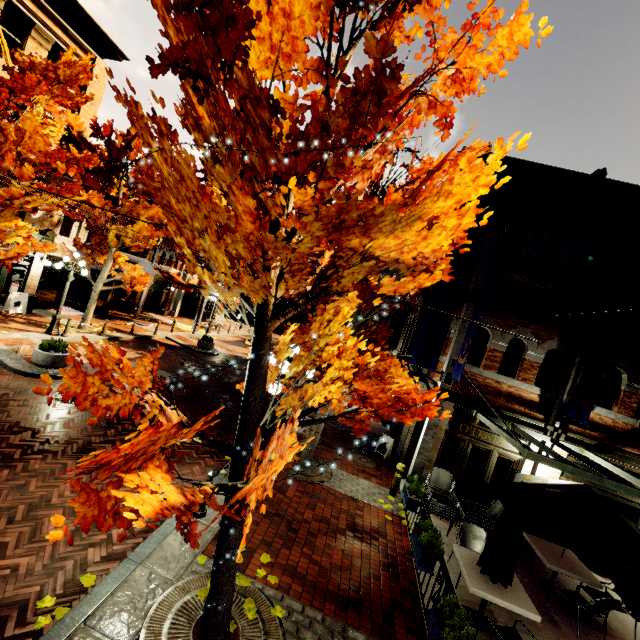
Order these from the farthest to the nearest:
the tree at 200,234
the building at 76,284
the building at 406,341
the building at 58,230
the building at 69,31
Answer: the building at 76,284 < the building at 406,341 < the building at 58,230 < the building at 69,31 < the tree at 200,234

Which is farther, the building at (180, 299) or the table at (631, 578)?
the building at (180, 299)

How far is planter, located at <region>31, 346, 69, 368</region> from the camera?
10.14m

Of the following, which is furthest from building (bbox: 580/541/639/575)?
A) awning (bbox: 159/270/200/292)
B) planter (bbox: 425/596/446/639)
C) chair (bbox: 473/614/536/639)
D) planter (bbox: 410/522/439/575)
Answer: planter (bbox: 425/596/446/639)

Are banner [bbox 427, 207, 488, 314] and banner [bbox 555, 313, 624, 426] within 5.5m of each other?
yes

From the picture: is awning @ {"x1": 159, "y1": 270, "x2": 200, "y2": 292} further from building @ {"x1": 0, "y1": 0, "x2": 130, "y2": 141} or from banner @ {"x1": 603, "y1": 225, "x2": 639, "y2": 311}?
banner @ {"x1": 603, "y1": 225, "x2": 639, "y2": 311}

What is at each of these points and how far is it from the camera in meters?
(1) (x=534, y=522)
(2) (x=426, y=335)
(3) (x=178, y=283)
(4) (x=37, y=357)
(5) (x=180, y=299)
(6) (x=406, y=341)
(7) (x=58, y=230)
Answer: (1) building, 8.7 m
(2) banner, 9.3 m
(3) awning, 27.4 m
(4) planter, 10.1 m
(5) building, 29.9 m
(6) building, 17.8 m
(7) building, 17.0 m

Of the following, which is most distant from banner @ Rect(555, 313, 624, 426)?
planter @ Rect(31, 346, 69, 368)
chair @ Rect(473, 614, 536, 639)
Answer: planter @ Rect(31, 346, 69, 368)
